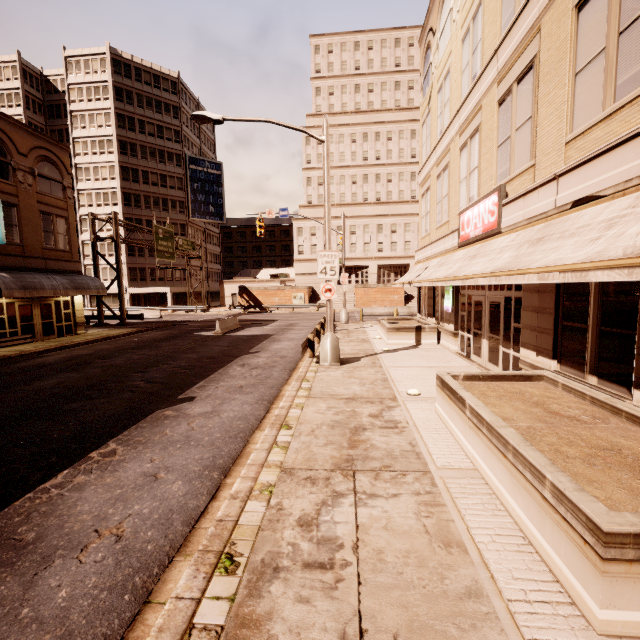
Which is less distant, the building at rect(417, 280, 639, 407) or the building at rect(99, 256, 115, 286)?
the building at rect(417, 280, 639, 407)

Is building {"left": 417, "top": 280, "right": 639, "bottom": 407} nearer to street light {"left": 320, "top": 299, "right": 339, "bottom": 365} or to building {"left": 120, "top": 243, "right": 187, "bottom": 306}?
street light {"left": 320, "top": 299, "right": 339, "bottom": 365}

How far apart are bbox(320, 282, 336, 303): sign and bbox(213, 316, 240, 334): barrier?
12.9m

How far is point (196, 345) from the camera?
18.7 meters

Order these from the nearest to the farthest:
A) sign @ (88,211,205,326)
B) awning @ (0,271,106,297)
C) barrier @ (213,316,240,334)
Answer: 1. awning @ (0,271,106,297)
2. barrier @ (213,316,240,334)
3. sign @ (88,211,205,326)

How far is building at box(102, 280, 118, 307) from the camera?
49.5m

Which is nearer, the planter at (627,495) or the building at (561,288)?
the planter at (627,495)

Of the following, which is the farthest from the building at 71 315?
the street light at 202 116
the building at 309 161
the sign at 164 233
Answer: the building at 309 161
